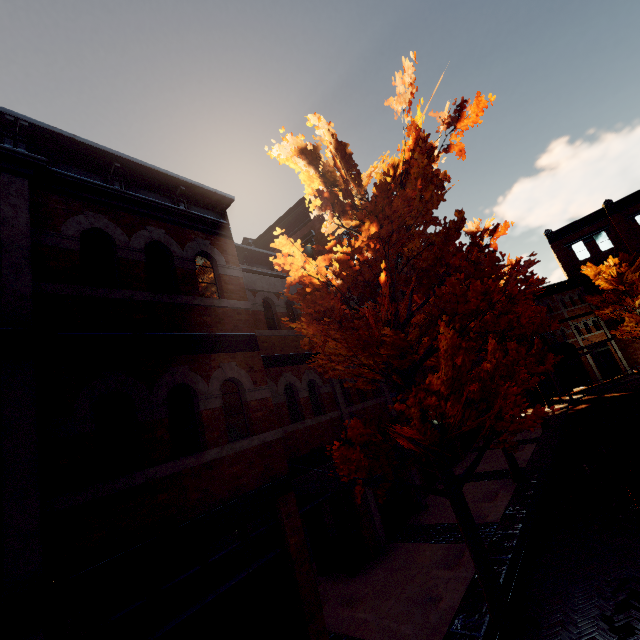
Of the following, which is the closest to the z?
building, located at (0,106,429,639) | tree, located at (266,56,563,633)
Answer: tree, located at (266,56,563,633)

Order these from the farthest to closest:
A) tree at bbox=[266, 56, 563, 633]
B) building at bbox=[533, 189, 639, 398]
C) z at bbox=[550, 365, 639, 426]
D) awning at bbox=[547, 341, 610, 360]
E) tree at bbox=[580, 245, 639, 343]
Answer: building at bbox=[533, 189, 639, 398], tree at bbox=[580, 245, 639, 343], awning at bbox=[547, 341, 610, 360], z at bbox=[550, 365, 639, 426], tree at bbox=[266, 56, 563, 633]

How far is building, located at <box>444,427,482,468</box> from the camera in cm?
1634

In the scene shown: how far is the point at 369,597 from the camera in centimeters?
751cm

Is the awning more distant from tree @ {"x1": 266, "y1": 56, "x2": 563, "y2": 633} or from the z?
the z

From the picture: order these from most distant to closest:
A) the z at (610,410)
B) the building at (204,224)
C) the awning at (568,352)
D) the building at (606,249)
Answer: the building at (606,249), the awning at (568,352), the z at (610,410), the building at (204,224)

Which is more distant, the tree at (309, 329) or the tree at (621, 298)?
the tree at (621, 298)
